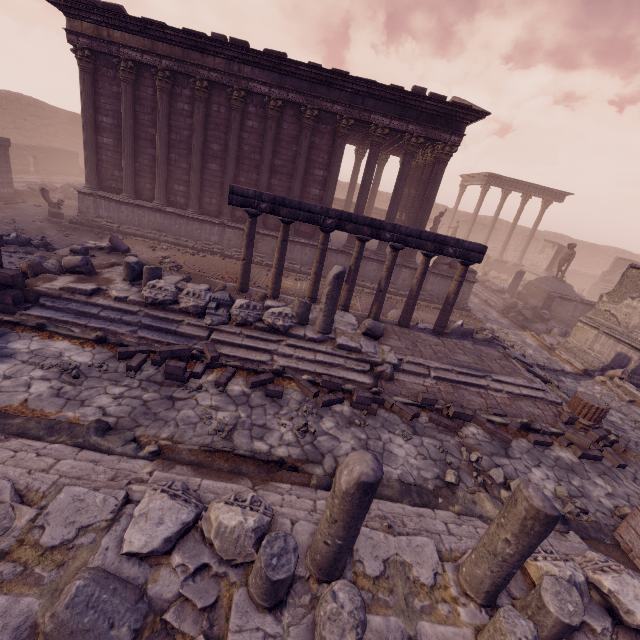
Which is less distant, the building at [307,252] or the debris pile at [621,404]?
the debris pile at [621,404]

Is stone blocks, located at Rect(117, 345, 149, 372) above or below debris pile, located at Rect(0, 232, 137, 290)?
below

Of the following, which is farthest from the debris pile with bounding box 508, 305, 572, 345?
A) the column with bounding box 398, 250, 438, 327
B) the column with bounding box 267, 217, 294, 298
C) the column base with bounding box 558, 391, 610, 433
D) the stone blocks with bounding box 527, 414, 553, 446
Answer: the column with bounding box 267, 217, 294, 298

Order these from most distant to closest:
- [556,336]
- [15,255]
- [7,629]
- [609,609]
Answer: [556,336] → [15,255] → [609,609] → [7,629]

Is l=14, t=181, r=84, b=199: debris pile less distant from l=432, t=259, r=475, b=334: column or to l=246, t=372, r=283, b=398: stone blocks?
l=246, t=372, r=283, b=398: stone blocks

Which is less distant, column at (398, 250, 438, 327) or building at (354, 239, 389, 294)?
column at (398, 250, 438, 327)

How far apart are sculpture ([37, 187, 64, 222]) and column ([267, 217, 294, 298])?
10.62m

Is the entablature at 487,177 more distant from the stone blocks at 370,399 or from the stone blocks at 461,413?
the stone blocks at 370,399
